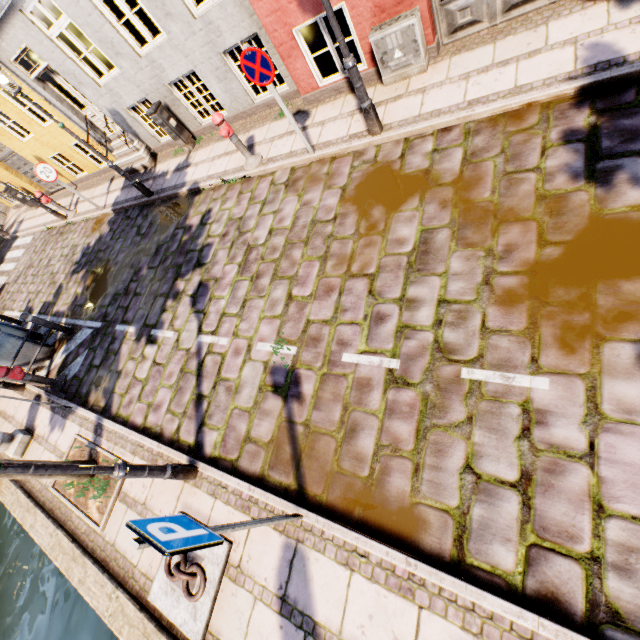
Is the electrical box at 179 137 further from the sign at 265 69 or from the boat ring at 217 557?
the boat ring at 217 557

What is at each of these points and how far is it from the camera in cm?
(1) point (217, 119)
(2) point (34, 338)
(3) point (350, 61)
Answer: (1) hydrant, 623
(2) trash bin, 918
(3) street light, 454

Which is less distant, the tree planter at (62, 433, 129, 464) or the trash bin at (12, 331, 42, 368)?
the tree planter at (62, 433, 129, 464)

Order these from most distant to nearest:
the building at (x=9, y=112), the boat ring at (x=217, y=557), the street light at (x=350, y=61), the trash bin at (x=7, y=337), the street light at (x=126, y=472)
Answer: the building at (x=9, y=112) → the trash bin at (x=7, y=337) → the street light at (x=350, y=61) → the boat ring at (x=217, y=557) → the street light at (x=126, y=472)

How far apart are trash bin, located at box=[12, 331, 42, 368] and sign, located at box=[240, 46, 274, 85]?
8.14m

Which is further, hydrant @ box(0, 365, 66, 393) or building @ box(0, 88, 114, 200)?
building @ box(0, 88, 114, 200)

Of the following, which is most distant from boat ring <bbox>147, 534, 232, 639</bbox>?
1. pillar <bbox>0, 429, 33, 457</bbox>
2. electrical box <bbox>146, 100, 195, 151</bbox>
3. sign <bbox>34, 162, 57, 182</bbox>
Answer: sign <bbox>34, 162, 57, 182</bbox>

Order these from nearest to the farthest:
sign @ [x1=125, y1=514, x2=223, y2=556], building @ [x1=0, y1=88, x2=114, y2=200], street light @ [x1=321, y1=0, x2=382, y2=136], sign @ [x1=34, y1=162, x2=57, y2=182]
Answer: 1. sign @ [x1=125, y1=514, x2=223, y2=556]
2. street light @ [x1=321, y1=0, x2=382, y2=136]
3. sign @ [x1=34, y1=162, x2=57, y2=182]
4. building @ [x1=0, y1=88, x2=114, y2=200]
